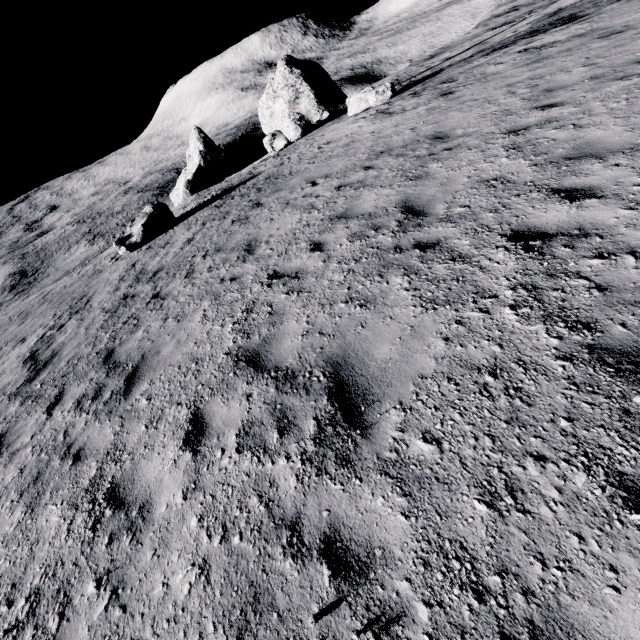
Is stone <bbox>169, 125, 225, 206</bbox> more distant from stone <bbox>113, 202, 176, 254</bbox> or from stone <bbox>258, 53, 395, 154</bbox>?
stone <bbox>113, 202, 176, 254</bbox>

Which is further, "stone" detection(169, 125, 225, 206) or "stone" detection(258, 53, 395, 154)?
"stone" detection(169, 125, 225, 206)

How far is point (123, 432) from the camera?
4.5 meters

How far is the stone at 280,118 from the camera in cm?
1972

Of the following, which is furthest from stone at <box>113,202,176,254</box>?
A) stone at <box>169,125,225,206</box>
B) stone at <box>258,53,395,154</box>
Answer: stone at <box>169,125,225,206</box>

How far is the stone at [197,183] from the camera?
31.23m
